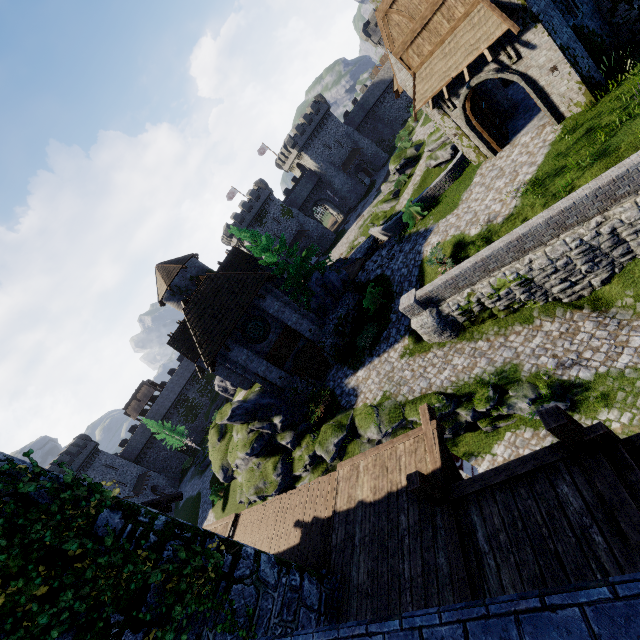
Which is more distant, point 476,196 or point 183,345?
point 183,345

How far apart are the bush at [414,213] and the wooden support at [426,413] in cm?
1466

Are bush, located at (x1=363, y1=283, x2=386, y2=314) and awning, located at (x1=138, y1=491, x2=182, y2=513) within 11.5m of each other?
no

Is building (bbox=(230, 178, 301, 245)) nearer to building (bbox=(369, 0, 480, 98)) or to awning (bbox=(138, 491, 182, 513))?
building (bbox=(369, 0, 480, 98))

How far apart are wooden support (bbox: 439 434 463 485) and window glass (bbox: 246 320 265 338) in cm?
1429

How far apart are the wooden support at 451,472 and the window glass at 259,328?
14.29m

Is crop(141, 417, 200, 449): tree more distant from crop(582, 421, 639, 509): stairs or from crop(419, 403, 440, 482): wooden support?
crop(582, 421, 639, 509): stairs

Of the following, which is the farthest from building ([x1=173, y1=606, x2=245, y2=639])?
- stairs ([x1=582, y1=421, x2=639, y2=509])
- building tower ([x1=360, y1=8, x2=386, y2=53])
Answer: building tower ([x1=360, y1=8, x2=386, y2=53])
